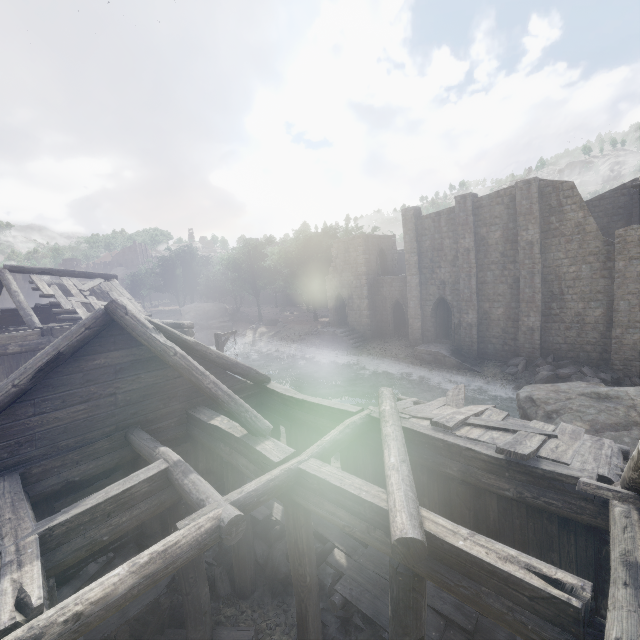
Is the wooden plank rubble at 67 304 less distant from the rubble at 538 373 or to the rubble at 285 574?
the rubble at 285 574

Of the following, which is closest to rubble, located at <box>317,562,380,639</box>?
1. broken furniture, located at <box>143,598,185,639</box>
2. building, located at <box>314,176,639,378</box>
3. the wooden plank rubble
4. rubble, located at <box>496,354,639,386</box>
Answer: building, located at <box>314,176,639,378</box>

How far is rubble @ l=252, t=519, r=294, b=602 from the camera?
8.7 meters

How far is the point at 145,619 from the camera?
7.6 meters

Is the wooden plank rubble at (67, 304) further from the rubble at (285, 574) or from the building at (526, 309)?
the rubble at (285, 574)

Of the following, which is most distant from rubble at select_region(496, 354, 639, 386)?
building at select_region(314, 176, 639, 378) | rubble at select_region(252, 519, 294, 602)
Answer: rubble at select_region(252, 519, 294, 602)

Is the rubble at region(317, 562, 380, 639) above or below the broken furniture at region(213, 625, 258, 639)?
below

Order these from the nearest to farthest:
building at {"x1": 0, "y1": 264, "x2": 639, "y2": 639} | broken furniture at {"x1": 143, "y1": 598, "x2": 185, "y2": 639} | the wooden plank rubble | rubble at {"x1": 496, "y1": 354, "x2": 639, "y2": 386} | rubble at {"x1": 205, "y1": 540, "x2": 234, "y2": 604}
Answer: building at {"x1": 0, "y1": 264, "x2": 639, "y2": 639}, broken furniture at {"x1": 143, "y1": 598, "x2": 185, "y2": 639}, rubble at {"x1": 205, "y1": 540, "x2": 234, "y2": 604}, the wooden plank rubble, rubble at {"x1": 496, "y1": 354, "x2": 639, "y2": 386}
